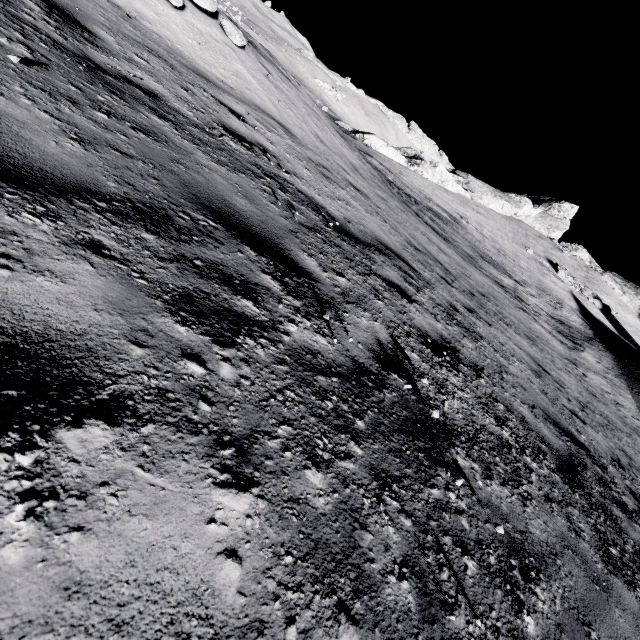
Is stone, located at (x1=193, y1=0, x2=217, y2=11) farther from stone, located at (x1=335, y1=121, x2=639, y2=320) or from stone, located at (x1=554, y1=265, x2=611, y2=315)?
stone, located at (x1=554, y1=265, x2=611, y2=315)

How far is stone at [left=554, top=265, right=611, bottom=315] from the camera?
31.0 meters

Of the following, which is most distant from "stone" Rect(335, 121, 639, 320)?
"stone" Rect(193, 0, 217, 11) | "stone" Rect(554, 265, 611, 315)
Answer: "stone" Rect(193, 0, 217, 11)

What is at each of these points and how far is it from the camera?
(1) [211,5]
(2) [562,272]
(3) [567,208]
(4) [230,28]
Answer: (1) stone, 7.78m
(2) stone, 31.30m
(3) stone, 45.31m
(4) stone, 8.12m

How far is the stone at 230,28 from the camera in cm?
806

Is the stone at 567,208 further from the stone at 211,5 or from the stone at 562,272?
the stone at 211,5

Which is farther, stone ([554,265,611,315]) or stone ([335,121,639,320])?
stone ([554,265,611,315])

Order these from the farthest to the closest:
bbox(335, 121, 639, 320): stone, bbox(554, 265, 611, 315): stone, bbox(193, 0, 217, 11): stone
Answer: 1. bbox(554, 265, 611, 315): stone
2. bbox(335, 121, 639, 320): stone
3. bbox(193, 0, 217, 11): stone
